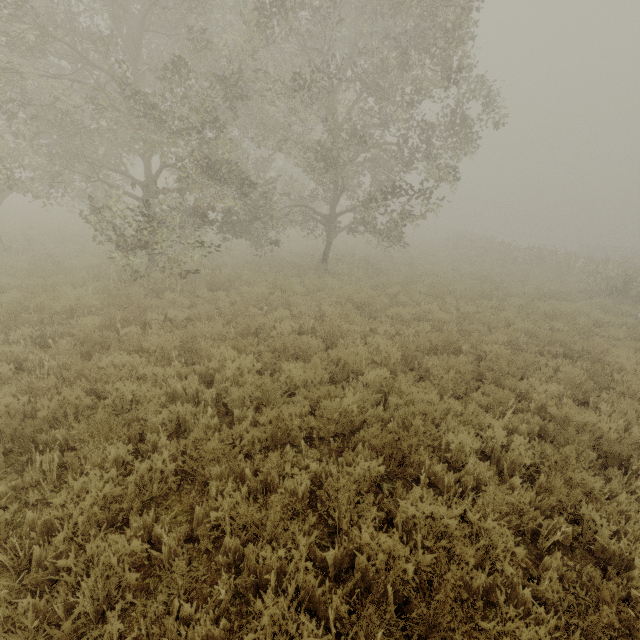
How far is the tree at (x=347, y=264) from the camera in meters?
14.7 m

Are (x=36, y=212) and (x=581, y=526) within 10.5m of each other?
no

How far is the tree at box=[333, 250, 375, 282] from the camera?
14.7 meters
